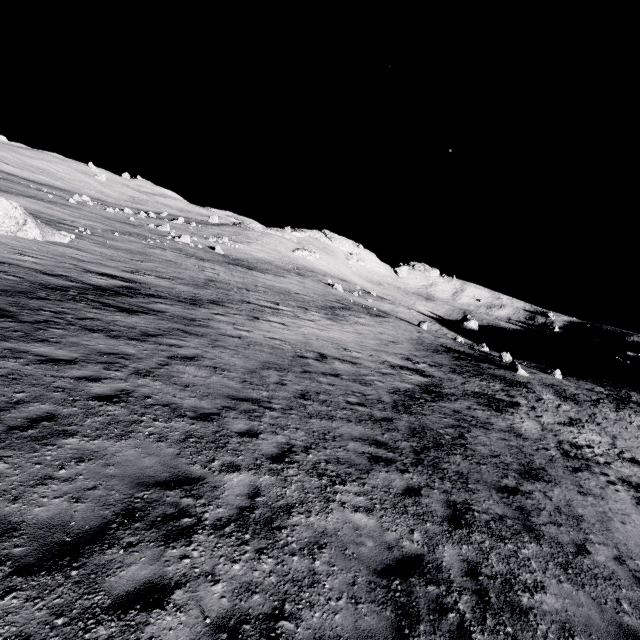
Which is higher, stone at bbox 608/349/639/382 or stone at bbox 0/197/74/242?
stone at bbox 608/349/639/382

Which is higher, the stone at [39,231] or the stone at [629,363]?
the stone at [629,363]

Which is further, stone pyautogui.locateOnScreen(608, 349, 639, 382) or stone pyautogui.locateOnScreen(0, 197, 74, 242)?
stone pyautogui.locateOnScreen(608, 349, 639, 382)

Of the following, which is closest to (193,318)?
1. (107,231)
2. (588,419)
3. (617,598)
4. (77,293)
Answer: (77,293)

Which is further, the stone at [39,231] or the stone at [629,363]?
the stone at [629,363]
